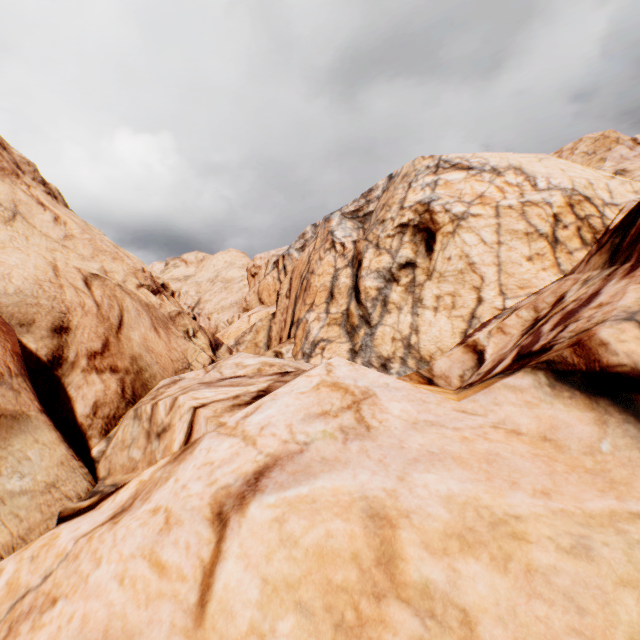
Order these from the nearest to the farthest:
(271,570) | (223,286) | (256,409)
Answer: (271,570) < (256,409) < (223,286)
